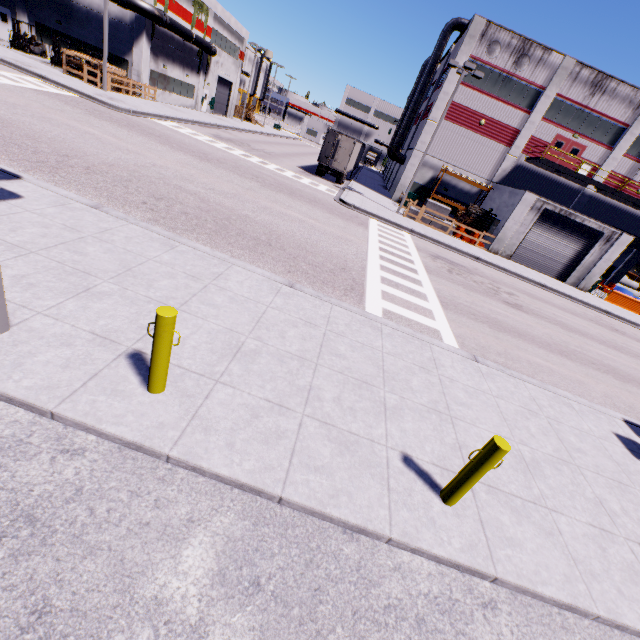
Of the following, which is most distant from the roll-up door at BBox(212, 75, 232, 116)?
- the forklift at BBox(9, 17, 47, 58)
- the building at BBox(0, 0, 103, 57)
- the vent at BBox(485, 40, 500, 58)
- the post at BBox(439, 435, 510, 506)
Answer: Answer: the post at BBox(439, 435, 510, 506)

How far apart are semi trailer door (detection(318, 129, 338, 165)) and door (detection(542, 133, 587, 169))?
18.7m

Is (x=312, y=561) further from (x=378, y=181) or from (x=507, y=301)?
(x=378, y=181)

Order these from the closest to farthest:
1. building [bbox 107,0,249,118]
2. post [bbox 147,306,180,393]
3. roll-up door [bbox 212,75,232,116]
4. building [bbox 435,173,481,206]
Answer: post [bbox 147,306,180,393], building [bbox 107,0,249,118], building [bbox 435,173,481,206], roll-up door [bbox 212,75,232,116]

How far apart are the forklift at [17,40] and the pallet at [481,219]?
39.6m

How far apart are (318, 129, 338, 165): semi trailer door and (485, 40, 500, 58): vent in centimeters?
1365cm

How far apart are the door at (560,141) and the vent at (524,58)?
5.89m

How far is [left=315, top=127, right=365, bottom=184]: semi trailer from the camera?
27.91m
